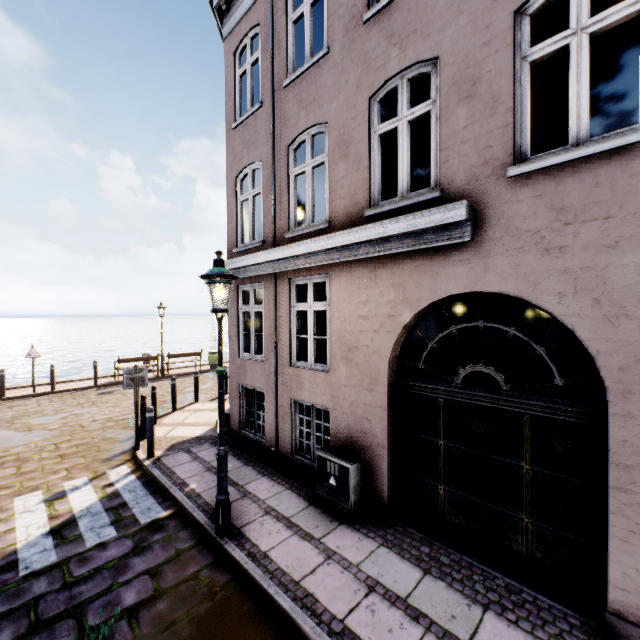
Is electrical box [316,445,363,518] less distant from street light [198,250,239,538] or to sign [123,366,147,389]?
street light [198,250,239,538]

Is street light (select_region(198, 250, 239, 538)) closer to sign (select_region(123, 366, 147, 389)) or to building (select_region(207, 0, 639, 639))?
building (select_region(207, 0, 639, 639))

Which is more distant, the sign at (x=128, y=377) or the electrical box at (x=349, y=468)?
the sign at (x=128, y=377)

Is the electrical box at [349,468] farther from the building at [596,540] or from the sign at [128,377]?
the sign at [128,377]

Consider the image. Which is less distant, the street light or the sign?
the street light

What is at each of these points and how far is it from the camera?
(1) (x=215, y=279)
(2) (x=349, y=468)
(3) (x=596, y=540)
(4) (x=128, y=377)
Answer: (1) street light, 4.3m
(2) electrical box, 4.9m
(3) building, 3.4m
(4) sign, 7.3m

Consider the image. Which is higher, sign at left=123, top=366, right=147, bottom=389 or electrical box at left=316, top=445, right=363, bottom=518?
sign at left=123, top=366, right=147, bottom=389

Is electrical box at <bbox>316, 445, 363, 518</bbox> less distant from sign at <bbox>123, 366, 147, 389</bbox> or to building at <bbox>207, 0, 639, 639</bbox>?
building at <bbox>207, 0, 639, 639</bbox>
